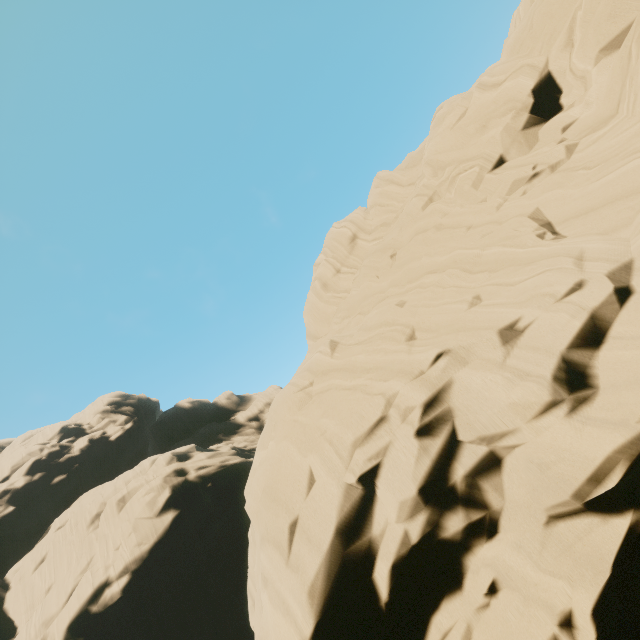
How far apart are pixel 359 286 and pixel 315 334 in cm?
524
